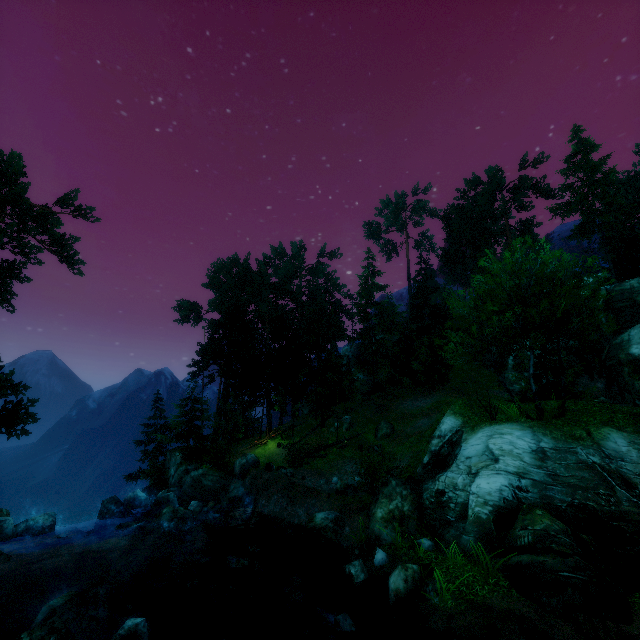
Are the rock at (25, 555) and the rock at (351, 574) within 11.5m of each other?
no

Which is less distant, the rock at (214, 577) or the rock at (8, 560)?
the rock at (214, 577)

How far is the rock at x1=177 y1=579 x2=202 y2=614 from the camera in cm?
1268

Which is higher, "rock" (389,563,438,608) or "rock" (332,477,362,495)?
"rock" (332,477,362,495)

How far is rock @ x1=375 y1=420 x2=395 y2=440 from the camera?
27.8 meters

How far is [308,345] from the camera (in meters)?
34.41

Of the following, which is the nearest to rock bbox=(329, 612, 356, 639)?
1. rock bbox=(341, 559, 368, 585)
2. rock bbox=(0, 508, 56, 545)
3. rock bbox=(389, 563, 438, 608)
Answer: rock bbox=(389, 563, 438, 608)

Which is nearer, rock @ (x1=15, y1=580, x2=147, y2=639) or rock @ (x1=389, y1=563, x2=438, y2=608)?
rock @ (x1=15, y1=580, x2=147, y2=639)
